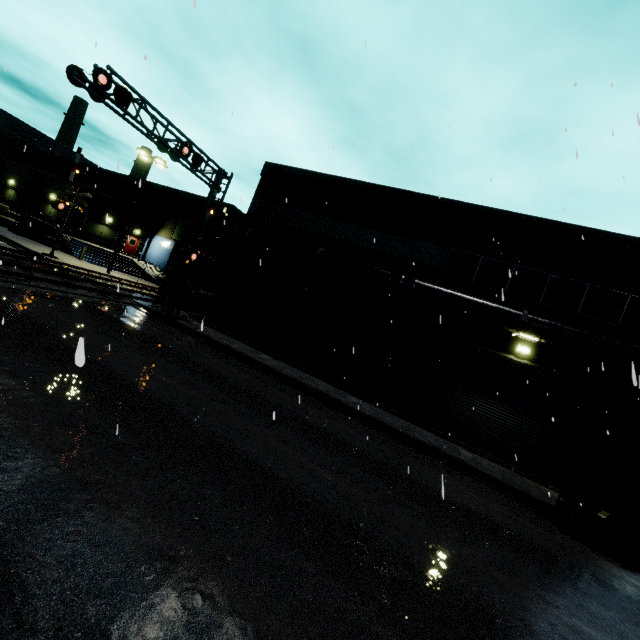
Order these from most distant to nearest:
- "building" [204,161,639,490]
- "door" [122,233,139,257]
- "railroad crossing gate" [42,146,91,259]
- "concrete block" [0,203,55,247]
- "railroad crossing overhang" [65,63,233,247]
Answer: "door" [122,233,139,257] → "concrete block" [0,203,55,247] → "railroad crossing gate" [42,146,91,259] → "building" [204,161,639,490] → "railroad crossing overhang" [65,63,233,247]

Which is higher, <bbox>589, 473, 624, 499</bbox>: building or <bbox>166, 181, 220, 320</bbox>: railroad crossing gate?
<bbox>166, 181, 220, 320</bbox>: railroad crossing gate

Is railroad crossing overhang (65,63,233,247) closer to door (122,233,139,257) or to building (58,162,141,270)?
building (58,162,141,270)

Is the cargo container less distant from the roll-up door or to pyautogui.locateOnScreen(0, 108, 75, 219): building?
pyautogui.locateOnScreen(0, 108, 75, 219): building

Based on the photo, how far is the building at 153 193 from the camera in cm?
3303

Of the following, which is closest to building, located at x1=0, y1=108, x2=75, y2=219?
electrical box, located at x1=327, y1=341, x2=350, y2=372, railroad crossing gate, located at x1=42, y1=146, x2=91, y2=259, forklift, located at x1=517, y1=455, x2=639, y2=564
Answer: electrical box, located at x1=327, y1=341, x2=350, y2=372

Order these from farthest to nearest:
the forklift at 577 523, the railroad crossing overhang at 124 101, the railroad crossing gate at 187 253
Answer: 1. the railroad crossing gate at 187 253
2. the railroad crossing overhang at 124 101
3. the forklift at 577 523

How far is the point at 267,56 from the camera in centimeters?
1339cm
